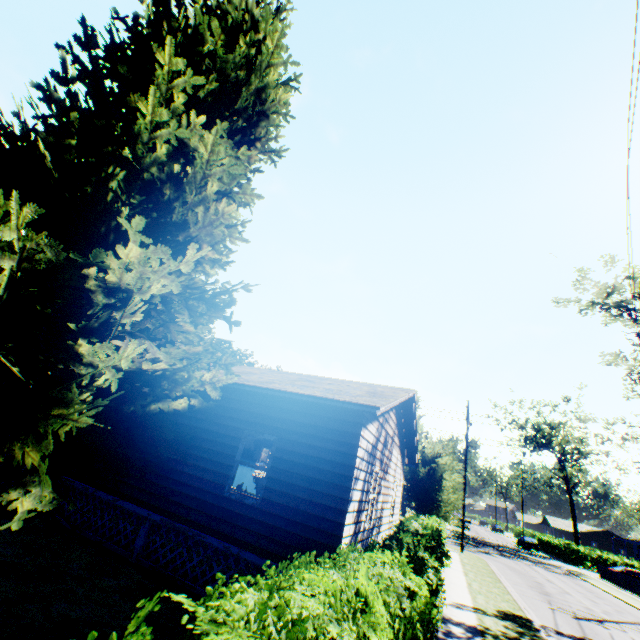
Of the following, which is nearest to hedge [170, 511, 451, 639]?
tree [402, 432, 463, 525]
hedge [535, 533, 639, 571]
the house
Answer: the house

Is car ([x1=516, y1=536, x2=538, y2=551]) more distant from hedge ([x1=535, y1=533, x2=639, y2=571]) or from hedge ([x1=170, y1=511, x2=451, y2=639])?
hedge ([x1=170, y1=511, x2=451, y2=639])

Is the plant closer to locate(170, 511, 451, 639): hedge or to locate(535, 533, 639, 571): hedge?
locate(170, 511, 451, 639): hedge

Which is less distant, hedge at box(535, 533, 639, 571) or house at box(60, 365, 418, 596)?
house at box(60, 365, 418, 596)

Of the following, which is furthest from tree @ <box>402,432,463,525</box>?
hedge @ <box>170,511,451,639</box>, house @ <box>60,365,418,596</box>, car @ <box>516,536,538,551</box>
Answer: car @ <box>516,536,538,551</box>

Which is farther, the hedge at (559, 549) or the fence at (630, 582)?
the hedge at (559, 549)

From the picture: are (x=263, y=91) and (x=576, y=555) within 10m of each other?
no

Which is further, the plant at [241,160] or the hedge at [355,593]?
the plant at [241,160]
